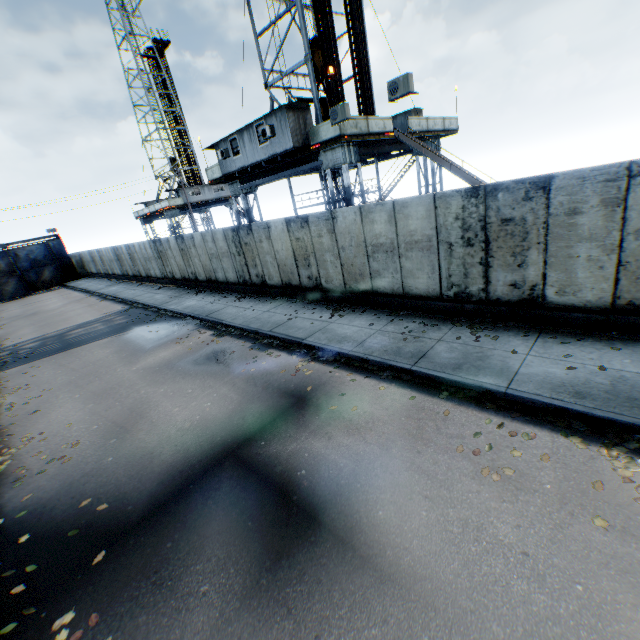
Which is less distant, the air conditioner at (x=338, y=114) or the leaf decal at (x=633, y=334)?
the leaf decal at (x=633, y=334)

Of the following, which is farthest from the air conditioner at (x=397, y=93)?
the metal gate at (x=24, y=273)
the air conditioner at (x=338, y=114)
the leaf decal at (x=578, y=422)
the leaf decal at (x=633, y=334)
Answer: the metal gate at (x=24, y=273)

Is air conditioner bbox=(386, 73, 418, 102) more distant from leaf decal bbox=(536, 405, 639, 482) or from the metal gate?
the metal gate

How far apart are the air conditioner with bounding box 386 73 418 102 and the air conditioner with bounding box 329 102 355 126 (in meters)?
1.80

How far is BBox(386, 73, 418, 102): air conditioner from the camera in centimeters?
1058cm

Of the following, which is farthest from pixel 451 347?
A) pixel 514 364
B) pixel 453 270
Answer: pixel 453 270

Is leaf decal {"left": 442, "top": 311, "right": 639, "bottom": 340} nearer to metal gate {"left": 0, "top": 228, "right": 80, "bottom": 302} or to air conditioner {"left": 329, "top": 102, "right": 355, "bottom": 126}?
air conditioner {"left": 329, "top": 102, "right": 355, "bottom": 126}

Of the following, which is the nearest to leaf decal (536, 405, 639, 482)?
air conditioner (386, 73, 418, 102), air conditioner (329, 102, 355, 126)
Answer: air conditioner (386, 73, 418, 102)
